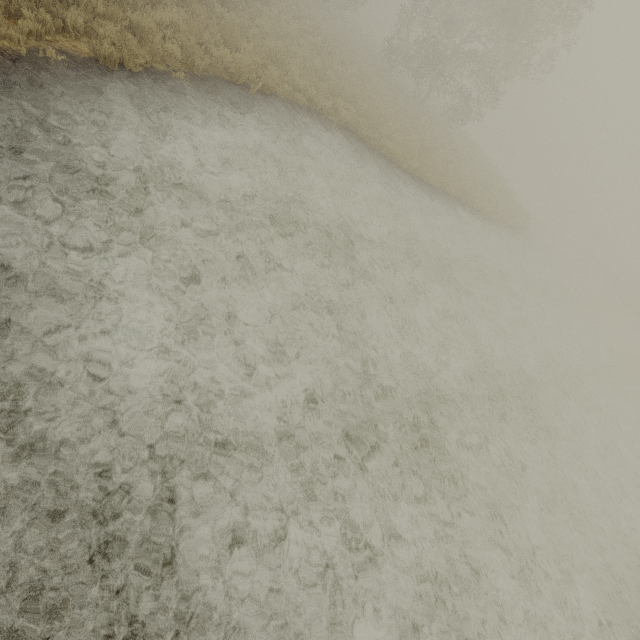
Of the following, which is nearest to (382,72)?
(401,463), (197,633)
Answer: (401,463)
